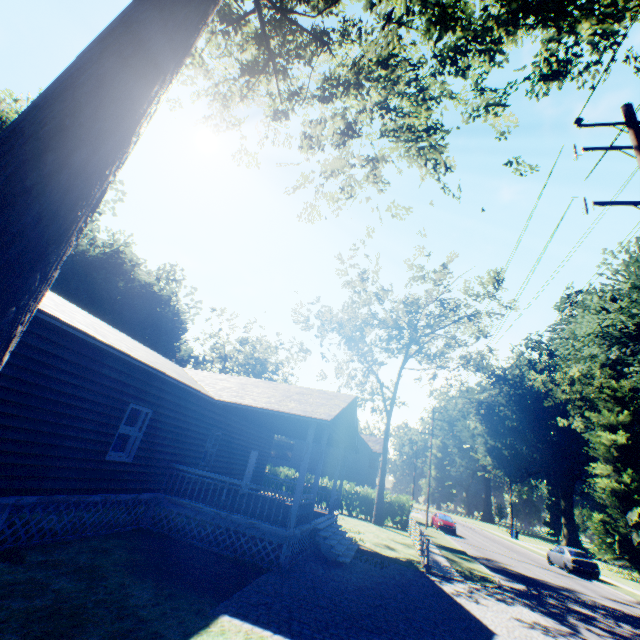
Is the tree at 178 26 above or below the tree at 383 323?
below

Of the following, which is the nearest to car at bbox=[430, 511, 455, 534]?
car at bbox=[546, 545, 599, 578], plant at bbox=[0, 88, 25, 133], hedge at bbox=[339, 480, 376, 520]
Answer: hedge at bbox=[339, 480, 376, 520]

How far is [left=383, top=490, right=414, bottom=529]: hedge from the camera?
27.6 meters

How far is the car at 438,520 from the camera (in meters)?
31.97

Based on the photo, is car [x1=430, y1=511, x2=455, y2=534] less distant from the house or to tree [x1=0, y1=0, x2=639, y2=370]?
the house

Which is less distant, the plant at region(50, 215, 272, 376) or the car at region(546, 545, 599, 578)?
the car at region(546, 545, 599, 578)

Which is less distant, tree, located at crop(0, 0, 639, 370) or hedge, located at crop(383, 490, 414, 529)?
tree, located at crop(0, 0, 639, 370)

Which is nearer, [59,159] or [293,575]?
[59,159]
